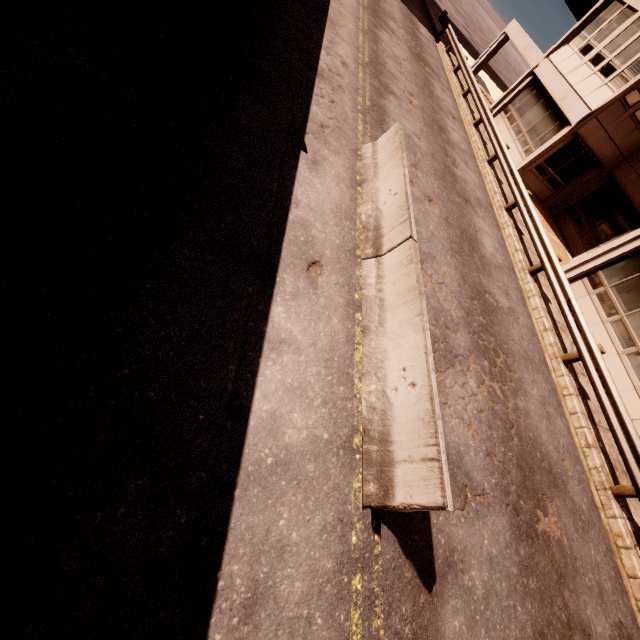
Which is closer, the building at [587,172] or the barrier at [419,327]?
the barrier at [419,327]

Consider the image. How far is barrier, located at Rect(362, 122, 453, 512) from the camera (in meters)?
3.68

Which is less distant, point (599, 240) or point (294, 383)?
point (294, 383)

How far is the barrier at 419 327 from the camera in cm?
368

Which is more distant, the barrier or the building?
the building
